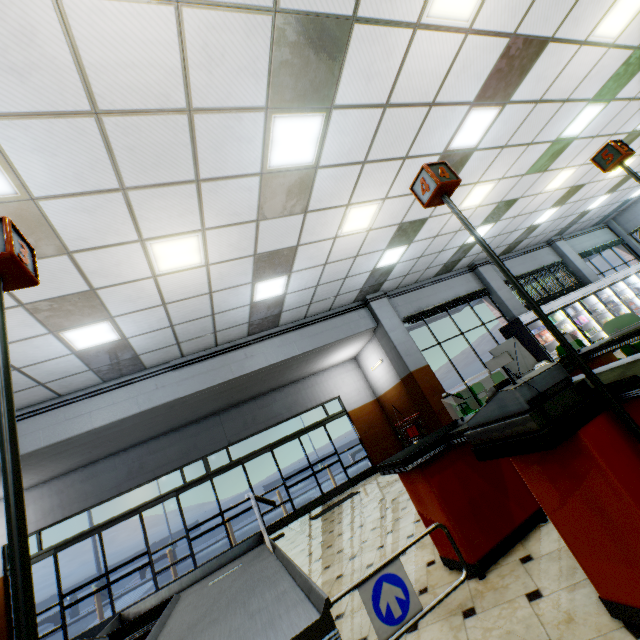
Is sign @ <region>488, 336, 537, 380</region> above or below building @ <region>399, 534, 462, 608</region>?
above

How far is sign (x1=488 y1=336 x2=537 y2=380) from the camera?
7.1 meters

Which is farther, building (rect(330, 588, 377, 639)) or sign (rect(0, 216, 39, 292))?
building (rect(330, 588, 377, 639))

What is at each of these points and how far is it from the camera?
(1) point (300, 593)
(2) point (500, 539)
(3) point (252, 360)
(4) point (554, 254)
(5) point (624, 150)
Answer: (1) checkout counter, 1.0 meters
(2) checkout counter, 2.6 meters
(3) building, 8.8 meters
(4) building, 14.3 meters
(5) sign, 2.8 meters

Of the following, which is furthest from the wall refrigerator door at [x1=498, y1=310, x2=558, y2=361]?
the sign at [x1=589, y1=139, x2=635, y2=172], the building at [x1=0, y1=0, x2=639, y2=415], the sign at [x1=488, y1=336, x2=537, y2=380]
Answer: the sign at [x1=589, y1=139, x2=635, y2=172]

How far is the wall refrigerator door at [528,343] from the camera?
9.93m

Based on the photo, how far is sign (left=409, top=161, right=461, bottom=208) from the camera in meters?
2.0

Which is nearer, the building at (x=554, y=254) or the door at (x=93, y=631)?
the door at (x=93, y=631)
